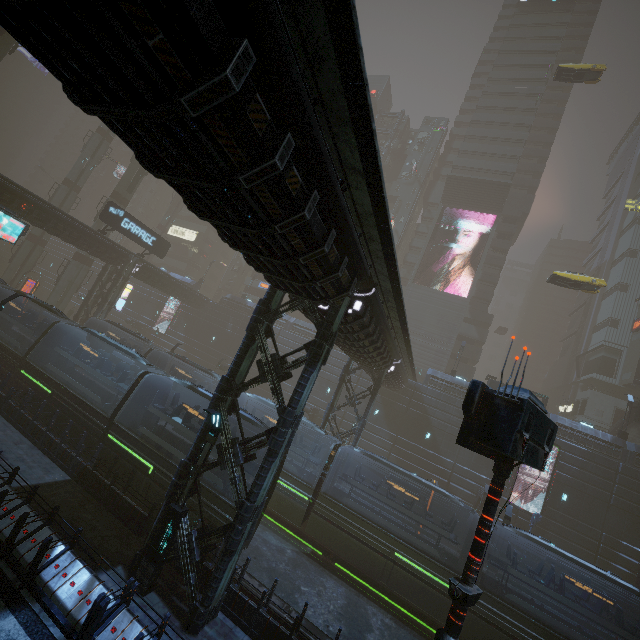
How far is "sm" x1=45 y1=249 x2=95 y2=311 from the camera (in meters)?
38.31

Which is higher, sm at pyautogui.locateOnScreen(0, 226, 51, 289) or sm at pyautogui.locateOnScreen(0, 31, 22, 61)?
sm at pyautogui.locateOnScreen(0, 31, 22, 61)

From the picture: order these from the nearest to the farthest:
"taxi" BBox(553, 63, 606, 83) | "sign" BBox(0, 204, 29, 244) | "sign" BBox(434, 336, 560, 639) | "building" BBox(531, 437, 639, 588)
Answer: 1. "sign" BBox(434, 336, 560, 639)
2. "sign" BBox(0, 204, 29, 244)
3. "building" BBox(531, 437, 639, 588)
4. "taxi" BBox(553, 63, 606, 83)

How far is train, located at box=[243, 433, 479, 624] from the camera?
15.41m

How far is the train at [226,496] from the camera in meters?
12.6

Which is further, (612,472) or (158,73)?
(612,472)

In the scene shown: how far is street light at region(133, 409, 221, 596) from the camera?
9.6 meters

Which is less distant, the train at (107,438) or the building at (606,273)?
the train at (107,438)
